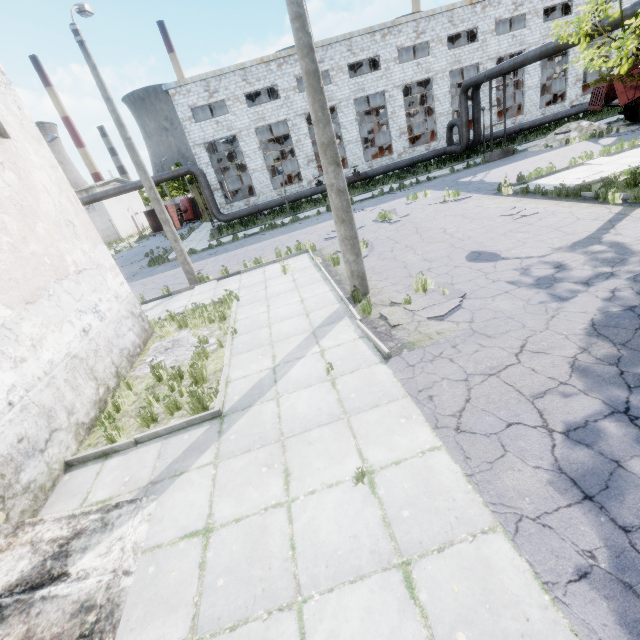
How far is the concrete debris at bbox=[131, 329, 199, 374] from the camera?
7.9 meters

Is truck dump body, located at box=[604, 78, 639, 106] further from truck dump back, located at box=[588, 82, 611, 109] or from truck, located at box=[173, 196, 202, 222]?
truck, located at box=[173, 196, 202, 222]

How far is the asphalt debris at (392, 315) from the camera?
6.6 meters

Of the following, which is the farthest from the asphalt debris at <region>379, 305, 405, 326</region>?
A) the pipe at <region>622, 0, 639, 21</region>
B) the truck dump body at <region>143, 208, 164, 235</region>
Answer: the truck dump body at <region>143, 208, 164, 235</region>

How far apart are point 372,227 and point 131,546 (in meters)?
13.67

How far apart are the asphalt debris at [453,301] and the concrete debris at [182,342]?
4.1m

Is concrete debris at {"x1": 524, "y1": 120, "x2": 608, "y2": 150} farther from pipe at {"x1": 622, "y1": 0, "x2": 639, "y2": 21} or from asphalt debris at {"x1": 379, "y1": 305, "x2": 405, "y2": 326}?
asphalt debris at {"x1": 379, "y1": 305, "x2": 405, "y2": 326}

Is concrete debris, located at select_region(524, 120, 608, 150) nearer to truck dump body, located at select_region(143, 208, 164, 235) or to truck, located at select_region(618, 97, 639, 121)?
truck, located at select_region(618, 97, 639, 121)
